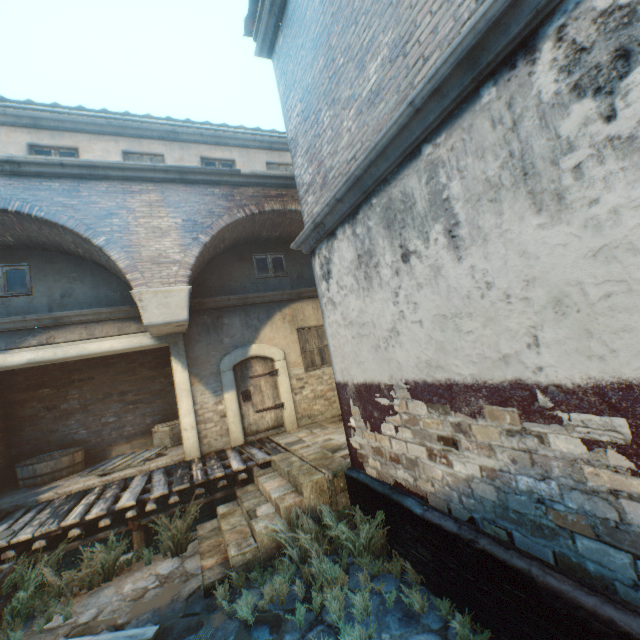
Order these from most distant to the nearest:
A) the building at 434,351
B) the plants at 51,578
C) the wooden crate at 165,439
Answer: the wooden crate at 165,439 → the plants at 51,578 → the building at 434,351

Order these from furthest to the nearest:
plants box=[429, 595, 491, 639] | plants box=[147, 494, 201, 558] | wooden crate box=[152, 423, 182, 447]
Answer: wooden crate box=[152, 423, 182, 447], plants box=[147, 494, 201, 558], plants box=[429, 595, 491, 639]

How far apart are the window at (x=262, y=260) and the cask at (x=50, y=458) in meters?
6.5 m

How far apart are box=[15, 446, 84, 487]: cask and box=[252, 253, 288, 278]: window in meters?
6.5 m

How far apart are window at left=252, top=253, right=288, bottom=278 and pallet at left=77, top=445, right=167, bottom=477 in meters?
5.4

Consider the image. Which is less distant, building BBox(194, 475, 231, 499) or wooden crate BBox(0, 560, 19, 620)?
wooden crate BBox(0, 560, 19, 620)

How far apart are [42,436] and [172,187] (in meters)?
7.87

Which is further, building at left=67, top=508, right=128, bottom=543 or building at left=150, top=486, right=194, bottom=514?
building at left=150, top=486, right=194, bottom=514
